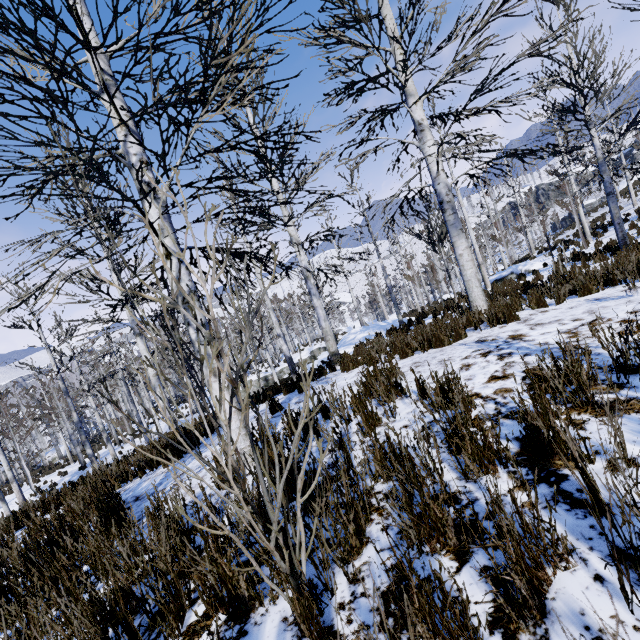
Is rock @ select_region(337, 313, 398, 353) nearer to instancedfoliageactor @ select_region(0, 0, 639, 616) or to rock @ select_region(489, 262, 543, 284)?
instancedfoliageactor @ select_region(0, 0, 639, 616)

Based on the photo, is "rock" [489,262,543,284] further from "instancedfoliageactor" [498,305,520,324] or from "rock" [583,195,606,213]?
Answer: "rock" [583,195,606,213]

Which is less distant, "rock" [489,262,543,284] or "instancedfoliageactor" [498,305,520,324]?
"instancedfoliageactor" [498,305,520,324]

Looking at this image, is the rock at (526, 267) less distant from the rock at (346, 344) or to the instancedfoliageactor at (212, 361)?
the instancedfoliageactor at (212, 361)

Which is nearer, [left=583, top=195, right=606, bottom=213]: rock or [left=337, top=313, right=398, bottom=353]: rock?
[left=337, top=313, right=398, bottom=353]: rock

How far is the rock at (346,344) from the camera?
17.4 meters

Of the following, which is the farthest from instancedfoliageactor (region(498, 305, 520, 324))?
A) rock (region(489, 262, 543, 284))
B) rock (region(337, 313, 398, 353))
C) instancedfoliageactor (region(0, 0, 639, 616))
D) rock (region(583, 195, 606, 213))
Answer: rock (region(583, 195, 606, 213))

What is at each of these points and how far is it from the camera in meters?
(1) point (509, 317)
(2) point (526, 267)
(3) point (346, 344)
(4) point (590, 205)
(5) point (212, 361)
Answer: (1) instancedfoliageactor, 5.4
(2) rock, 16.3
(3) rock, 18.3
(4) rock, 52.3
(5) instancedfoliageactor, 1.1
